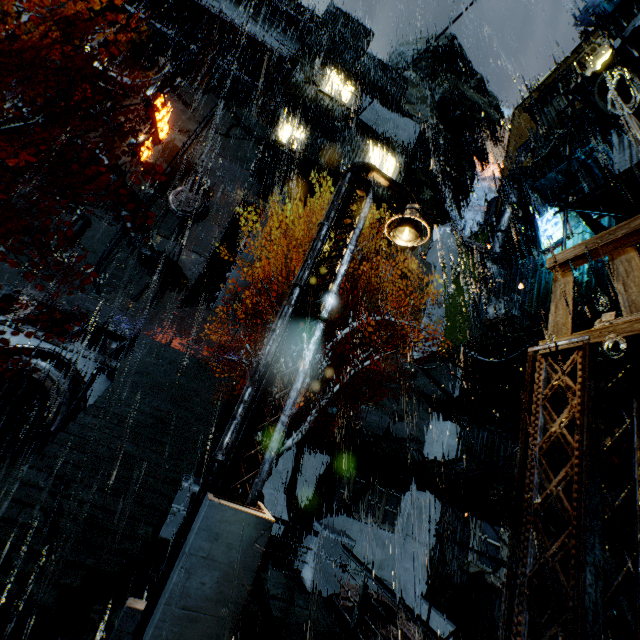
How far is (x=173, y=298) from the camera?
24.05m

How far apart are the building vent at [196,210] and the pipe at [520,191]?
21.4 meters

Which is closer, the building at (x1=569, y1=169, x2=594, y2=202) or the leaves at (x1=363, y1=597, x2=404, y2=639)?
the leaves at (x1=363, y1=597, x2=404, y2=639)

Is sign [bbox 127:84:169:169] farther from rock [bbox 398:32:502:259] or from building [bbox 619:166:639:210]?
rock [bbox 398:32:502:259]

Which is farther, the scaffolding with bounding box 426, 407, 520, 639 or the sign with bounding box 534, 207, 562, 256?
the sign with bounding box 534, 207, 562, 256

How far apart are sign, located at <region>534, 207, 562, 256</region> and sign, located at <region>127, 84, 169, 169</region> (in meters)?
25.94

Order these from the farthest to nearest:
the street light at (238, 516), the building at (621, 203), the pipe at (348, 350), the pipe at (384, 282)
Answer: the pipe at (384, 282) → the pipe at (348, 350) → the building at (621, 203) → the street light at (238, 516)

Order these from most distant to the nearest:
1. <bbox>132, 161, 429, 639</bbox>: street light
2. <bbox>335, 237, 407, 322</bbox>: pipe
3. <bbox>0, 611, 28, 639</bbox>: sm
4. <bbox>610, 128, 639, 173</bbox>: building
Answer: <bbox>335, 237, 407, 322</bbox>: pipe < <bbox>610, 128, 639, 173</bbox>: building < <bbox>0, 611, 28, 639</bbox>: sm < <bbox>132, 161, 429, 639</bbox>: street light
